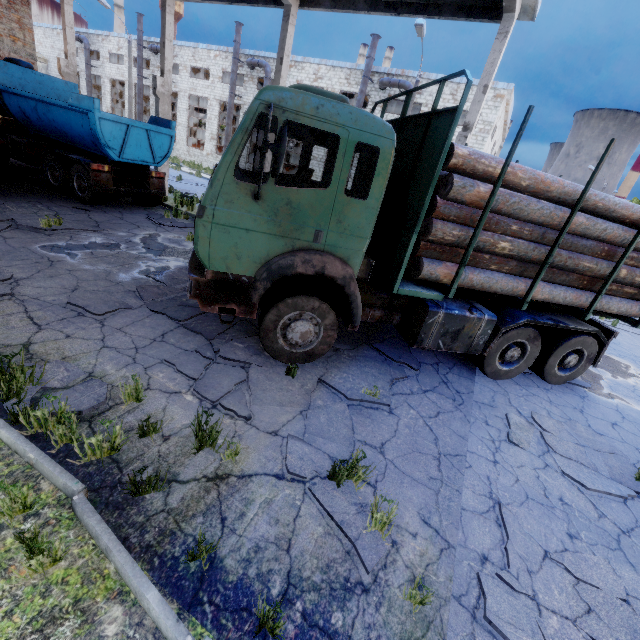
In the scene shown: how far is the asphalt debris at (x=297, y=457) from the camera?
3.43m

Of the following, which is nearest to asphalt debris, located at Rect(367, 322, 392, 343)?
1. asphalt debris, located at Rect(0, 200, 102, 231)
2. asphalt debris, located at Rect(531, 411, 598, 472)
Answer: asphalt debris, located at Rect(531, 411, 598, 472)

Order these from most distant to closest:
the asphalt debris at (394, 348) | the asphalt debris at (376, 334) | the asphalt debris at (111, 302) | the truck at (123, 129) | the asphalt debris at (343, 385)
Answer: the truck at (123, 129)
the asphalt debris at (376, 334)
the asphalt debris at (394, 348)
the asphalt debris at (111, 302)
the asphalt debris at (343, 385)

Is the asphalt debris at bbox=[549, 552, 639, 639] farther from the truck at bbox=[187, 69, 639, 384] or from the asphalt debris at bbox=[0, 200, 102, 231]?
the asphalt debris at bbox=[0, 200, 102, 231]

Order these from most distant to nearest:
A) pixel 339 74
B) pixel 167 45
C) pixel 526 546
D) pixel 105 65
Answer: pixel 105 65
pixel 339 74
pixel 167 45
pixel 526 546

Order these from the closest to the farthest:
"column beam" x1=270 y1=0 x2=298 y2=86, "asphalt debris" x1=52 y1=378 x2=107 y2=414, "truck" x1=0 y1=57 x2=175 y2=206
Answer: "asphalt debris" x1=52 y1=378 x2=107 y2=414
"truck" x1=0 y1=57 x2=175 y2=206
"column beam" x1=270 y1=0 x2=298 y2=86

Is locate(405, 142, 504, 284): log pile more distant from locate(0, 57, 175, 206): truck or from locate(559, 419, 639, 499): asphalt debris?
locate(0, 57, 175, 206): truck

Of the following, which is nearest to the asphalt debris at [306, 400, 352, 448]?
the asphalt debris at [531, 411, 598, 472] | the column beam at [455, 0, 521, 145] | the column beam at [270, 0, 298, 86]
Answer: the asphalt debris at [531, 411, 598, 472]
